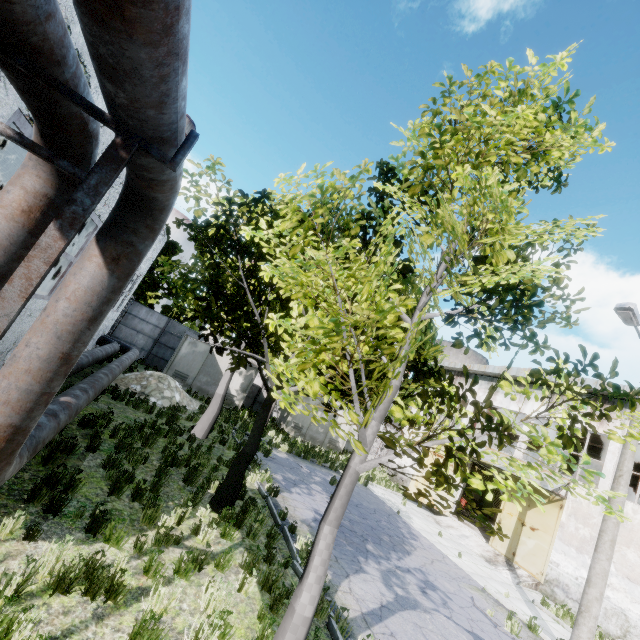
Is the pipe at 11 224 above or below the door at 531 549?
above

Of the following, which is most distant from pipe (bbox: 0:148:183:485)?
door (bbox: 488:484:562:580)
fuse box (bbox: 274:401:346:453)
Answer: door (bbox: 488:484:562:580)

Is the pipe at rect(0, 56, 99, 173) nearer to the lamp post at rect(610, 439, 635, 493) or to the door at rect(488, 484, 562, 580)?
the lamp post at rect(610, 439, 635, 493)

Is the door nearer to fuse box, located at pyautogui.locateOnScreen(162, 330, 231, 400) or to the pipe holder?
fuse box, located at pyautogui.locateOnScreen(162, 330, 231, 400)

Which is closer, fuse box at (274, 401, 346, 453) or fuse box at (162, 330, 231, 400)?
fuse box at (162, 330, 231, 400)

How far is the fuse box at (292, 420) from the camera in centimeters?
2348cm

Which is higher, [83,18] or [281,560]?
[83,18]

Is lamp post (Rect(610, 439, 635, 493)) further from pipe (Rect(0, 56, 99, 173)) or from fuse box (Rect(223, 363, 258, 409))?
fuse box (Rect(223, 363, 258, 409))
